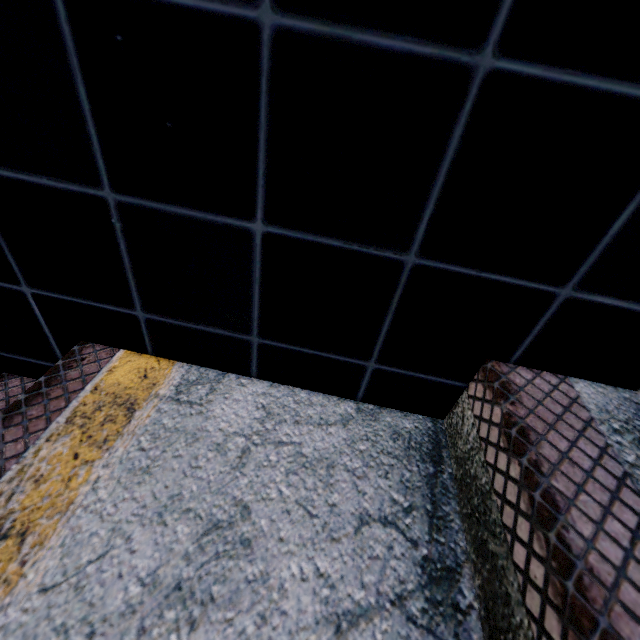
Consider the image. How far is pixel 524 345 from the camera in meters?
0.7 m
